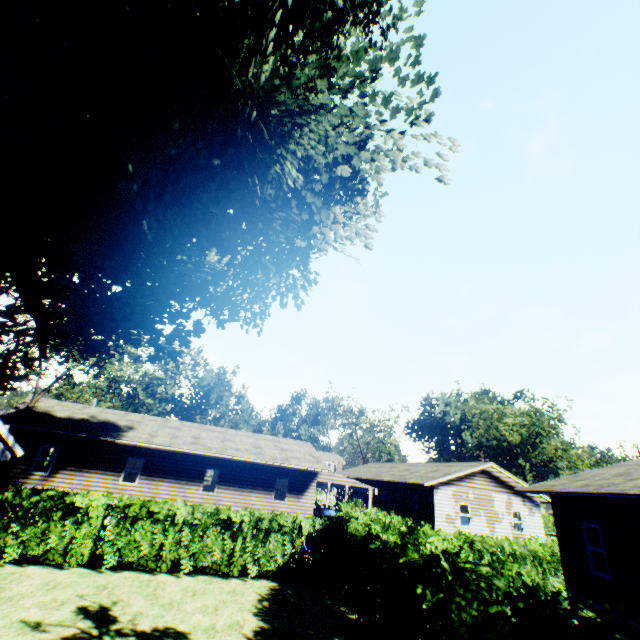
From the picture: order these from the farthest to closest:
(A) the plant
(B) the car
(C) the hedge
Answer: (B) the car
(A) the plant
(C) the hedge

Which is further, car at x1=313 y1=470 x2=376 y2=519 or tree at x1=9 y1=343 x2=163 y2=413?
tree at x1=9 y1=343 x2=163 y2=413

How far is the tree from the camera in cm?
3186

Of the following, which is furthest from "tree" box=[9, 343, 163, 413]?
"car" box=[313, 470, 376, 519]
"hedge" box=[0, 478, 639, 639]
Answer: "car" box=[313, 470, 376, 519]

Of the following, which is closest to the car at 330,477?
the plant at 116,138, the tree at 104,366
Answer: the plant at 116,138

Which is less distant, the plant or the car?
the plant

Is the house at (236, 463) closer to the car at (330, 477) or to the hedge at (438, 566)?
the car at (330, 477)

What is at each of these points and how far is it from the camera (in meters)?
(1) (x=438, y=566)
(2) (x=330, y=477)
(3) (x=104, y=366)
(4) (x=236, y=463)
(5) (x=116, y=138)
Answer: (1) hedge, 5.51
(2) car, 24.66
(3) tree, 33.94
(4) house, 22.98
(5) plant, 8.16
